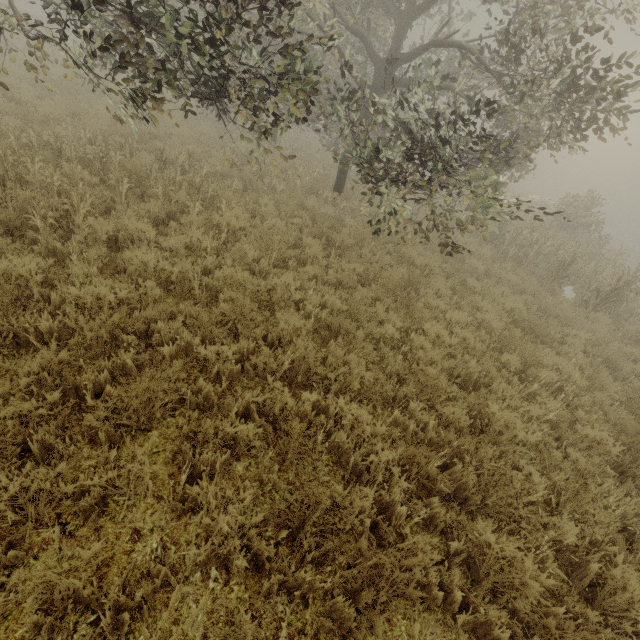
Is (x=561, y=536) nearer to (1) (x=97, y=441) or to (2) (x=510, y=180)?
(1) (x=97, y=441)

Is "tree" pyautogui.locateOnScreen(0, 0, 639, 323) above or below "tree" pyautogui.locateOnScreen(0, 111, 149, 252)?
above

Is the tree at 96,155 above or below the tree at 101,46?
below
